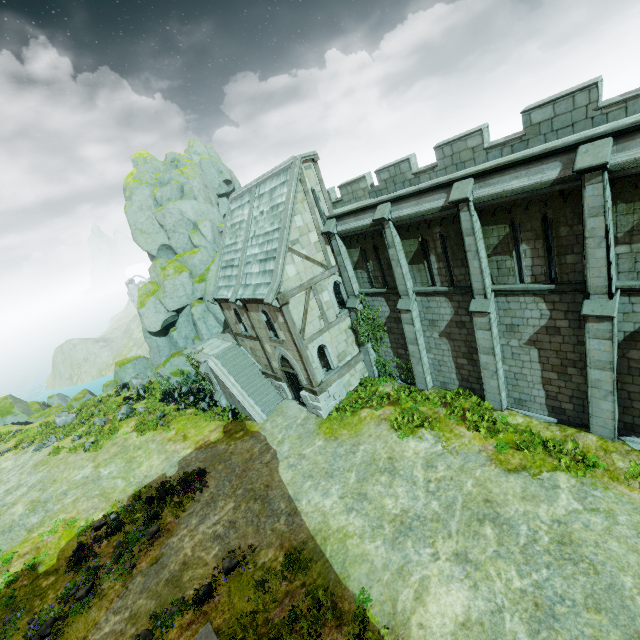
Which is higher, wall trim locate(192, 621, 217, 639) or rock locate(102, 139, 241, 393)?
rock locate(102, 139, 241, 393)

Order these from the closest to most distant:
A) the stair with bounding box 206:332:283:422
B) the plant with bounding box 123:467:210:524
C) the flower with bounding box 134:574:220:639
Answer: the flower with bounding box 134:574:220:639
the plant with bounding box 123:467:210:524
the stair with bounding box 206:332:283:422

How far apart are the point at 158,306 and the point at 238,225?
11.97m

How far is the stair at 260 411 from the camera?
20.94m

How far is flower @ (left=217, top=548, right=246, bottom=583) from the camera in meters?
11.8

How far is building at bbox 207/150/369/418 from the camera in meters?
16.6

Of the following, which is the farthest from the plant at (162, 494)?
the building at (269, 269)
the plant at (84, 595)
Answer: the building at (269, 269)

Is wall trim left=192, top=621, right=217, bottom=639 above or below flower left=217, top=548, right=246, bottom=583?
above
